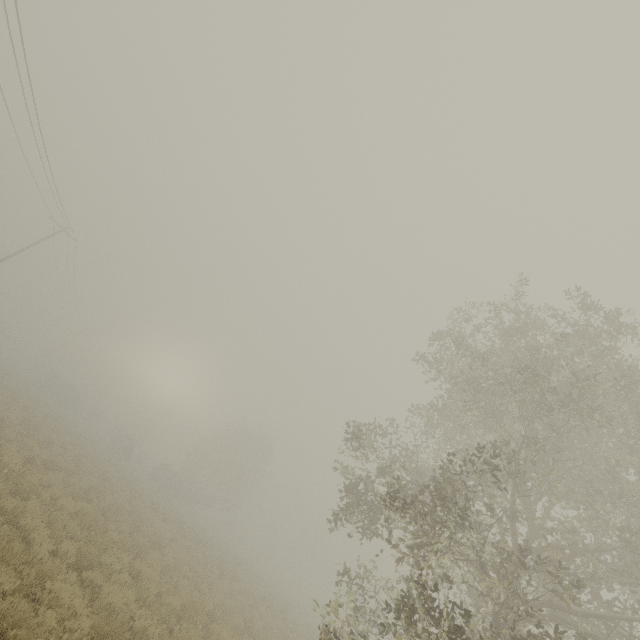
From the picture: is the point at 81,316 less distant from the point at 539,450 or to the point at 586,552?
the point at 539,450
